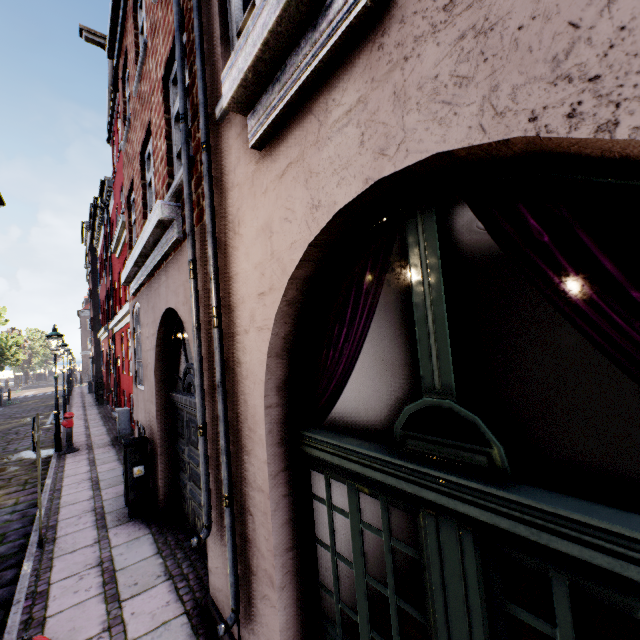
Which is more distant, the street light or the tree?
the tree

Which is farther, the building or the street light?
the street light

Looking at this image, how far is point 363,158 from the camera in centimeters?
144cm

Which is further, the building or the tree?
the tree

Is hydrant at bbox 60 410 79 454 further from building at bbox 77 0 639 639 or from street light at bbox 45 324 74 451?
building at bbox 77 0 639 639

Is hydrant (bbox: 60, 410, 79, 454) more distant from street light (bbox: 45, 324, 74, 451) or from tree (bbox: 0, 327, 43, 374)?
tree (bbox: 0, 327, 43, 374)

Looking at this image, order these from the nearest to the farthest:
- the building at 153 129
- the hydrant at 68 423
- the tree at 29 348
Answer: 1. the building at 153 129
2. the hydrant at 68 423
3. the tree at 29 348

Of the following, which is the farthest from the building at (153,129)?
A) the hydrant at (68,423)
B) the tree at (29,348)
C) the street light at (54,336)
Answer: the tree at (29,348)
